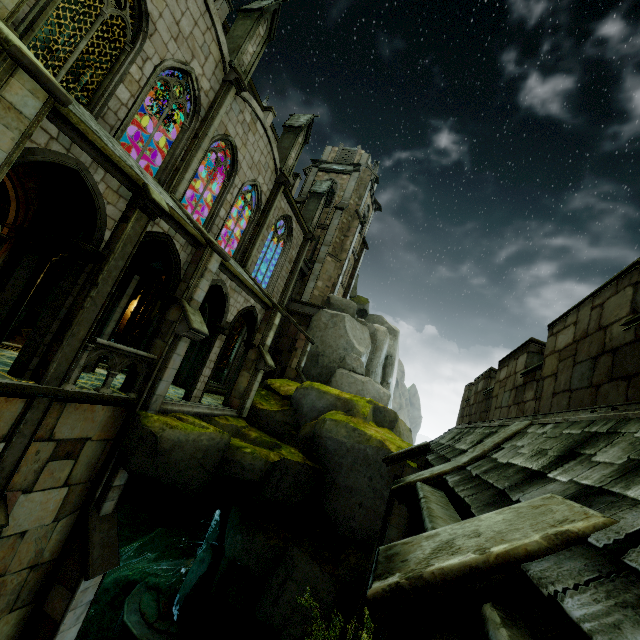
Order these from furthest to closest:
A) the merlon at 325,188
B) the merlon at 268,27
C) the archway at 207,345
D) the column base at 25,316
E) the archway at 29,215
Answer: the merlon at 325,188 → the column base at 25,316 → the merlon at 268,27 → the archway at 207,345 → the archway at 29,215

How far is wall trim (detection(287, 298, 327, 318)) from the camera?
25.31m

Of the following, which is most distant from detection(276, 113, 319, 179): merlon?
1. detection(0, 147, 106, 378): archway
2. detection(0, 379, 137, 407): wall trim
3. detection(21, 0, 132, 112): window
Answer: detection(0, 379, 137, 407): wall trim

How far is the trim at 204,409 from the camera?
10.6m

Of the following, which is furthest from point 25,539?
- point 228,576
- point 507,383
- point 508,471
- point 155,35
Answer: point 155,35

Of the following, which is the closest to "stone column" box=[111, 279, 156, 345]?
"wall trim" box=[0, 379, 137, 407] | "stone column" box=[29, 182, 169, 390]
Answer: "wall trim" box=[0, 379, 137, 407]

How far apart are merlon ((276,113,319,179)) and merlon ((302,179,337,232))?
4.6 meters

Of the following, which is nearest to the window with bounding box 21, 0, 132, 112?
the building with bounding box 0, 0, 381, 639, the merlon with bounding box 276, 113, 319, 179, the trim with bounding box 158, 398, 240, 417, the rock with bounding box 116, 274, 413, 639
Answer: the building with bounding box 0, 0, 381, 639
